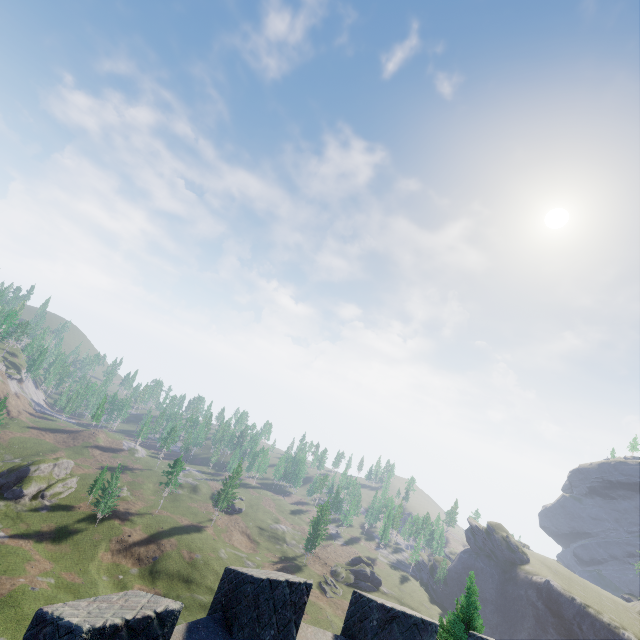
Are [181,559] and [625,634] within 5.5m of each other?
no
